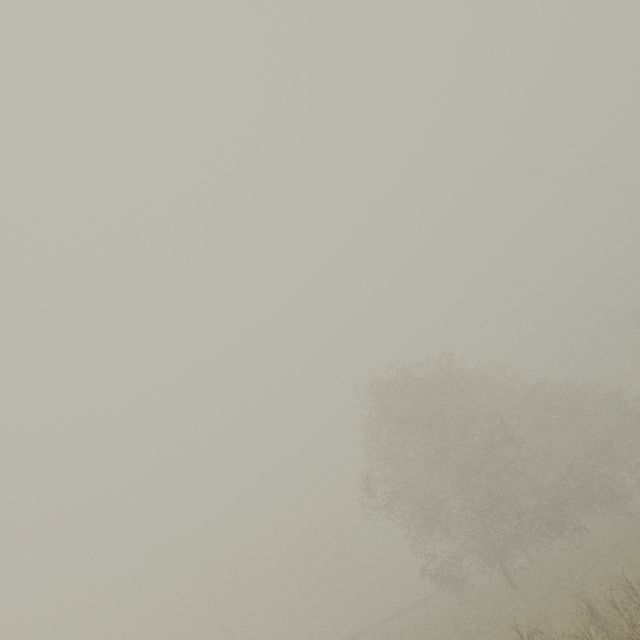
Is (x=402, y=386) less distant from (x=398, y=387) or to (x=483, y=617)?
(x=398, y=387)
